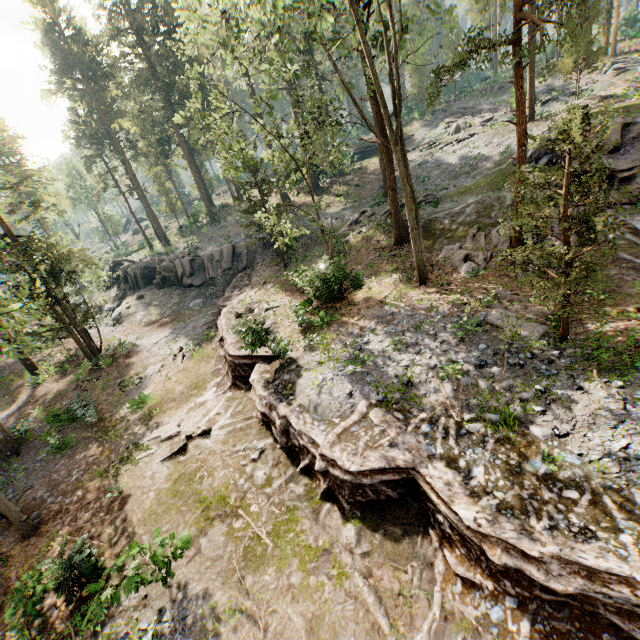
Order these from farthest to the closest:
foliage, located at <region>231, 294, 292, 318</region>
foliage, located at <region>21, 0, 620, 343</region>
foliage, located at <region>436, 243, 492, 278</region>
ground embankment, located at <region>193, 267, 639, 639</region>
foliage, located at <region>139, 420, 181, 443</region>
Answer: foliage, located at <region>231, 294, 292, 318</region>, foliage, located at <region>436, 243, 492, 278</region>, foliage, located at <region>139, 420, 181, 443</region>, foliage, located at <region>21, 0, 620, 343</region>, ground embankment, located at <region>193, 267, 639, 639</region>

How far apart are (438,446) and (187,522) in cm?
822

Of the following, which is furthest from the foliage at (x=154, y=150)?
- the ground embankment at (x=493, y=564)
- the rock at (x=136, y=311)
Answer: the rock at (x=136, y=311)

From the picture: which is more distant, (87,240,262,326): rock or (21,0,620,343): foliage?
(87,240,262,326): rock

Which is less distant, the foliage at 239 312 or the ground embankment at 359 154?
the foliage at 239 312

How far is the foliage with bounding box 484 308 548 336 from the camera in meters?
11.0 m

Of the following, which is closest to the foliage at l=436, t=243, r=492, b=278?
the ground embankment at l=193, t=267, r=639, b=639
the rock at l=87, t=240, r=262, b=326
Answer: the ground embankment at l=193, t=267, r=639, b=639
